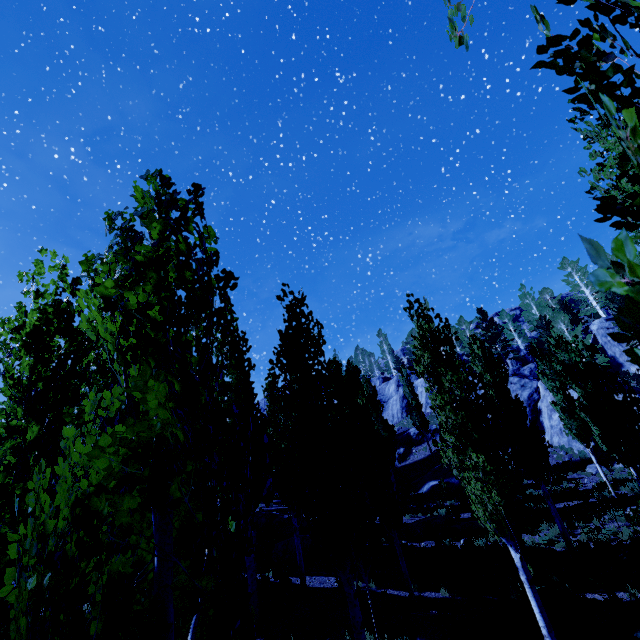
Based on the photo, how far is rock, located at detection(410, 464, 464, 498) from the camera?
24.8 meters

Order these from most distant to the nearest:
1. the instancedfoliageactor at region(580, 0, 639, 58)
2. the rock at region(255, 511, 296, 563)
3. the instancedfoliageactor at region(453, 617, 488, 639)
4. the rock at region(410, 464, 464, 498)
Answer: the rock at region(410, 464, 464, 498) < the rock at region(255, 511, 296, 563) < the instancedfoliageactor at region(453, 617, 488, 639) < the instancedfoliageactor at region(580, 0, 639, 58)

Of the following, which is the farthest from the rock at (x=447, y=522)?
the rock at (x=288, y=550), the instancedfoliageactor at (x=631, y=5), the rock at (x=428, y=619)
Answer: the rock at (x=428, y=619)

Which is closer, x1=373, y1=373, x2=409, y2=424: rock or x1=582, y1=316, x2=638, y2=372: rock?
x1=582, y1=316, x2=638, y2=372: rock

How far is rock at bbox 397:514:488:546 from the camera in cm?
1778

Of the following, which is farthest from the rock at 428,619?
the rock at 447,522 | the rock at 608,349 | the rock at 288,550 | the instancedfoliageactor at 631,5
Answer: the rock at 608,349

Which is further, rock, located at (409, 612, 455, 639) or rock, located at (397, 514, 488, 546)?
rock, located at (397, 514, 488, 546)

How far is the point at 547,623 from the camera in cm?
802
